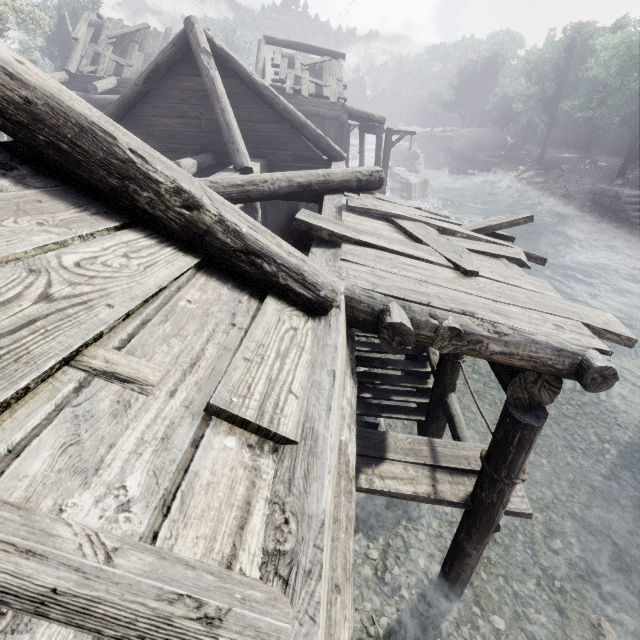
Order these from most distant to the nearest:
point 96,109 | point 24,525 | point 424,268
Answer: point 424,268 → point 96,109 → point 24,525

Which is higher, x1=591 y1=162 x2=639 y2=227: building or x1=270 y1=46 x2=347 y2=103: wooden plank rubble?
x1=270 y1=46 x2=347 y2=103: wooden plank rubble

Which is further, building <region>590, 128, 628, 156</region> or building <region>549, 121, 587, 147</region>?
building <region>549, 121, 587, 147</region>

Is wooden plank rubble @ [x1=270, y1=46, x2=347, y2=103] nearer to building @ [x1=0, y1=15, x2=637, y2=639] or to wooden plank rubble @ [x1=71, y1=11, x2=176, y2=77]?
building @ [x1=0, y1=15, x2=637, y2=639]

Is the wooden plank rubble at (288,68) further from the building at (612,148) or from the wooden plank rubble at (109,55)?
the wooden plank rubble at (109,55)

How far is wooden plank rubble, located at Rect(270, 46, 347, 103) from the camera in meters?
17.1 m

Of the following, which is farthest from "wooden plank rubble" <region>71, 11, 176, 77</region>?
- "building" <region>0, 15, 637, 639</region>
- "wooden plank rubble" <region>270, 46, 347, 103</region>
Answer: "wooden plank rubble" <region>270, 46, 347, 103</region>

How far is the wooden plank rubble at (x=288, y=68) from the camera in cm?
1711
